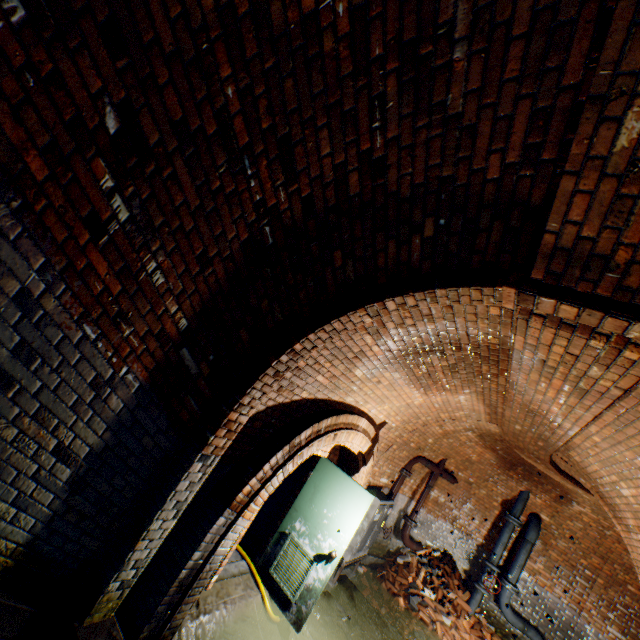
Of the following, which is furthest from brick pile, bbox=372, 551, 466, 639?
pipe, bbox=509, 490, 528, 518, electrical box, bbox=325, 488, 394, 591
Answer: pipe, bbox=509, 490, 528, 518

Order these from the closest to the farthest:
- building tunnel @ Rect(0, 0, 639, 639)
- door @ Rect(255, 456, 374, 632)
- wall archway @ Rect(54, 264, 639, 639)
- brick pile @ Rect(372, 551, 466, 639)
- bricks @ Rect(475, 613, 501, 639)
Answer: building tunnel @ Rect(0, 0, 639, 639), wall archway @ Rect(54, 264, 639, 639), door @ Rect(255, 456, 374, 632), brick pile @ Rect(372, 551, 466, 639), bricks @ Rect(475, 613, 501, 639)

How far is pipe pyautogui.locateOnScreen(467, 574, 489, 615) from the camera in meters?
8.0

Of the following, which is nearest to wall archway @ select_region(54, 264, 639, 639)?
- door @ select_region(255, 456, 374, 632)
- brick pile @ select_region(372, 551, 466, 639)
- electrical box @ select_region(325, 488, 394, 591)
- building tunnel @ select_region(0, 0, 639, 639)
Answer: building tunnel @ select_region(0, 0, 639, 639)

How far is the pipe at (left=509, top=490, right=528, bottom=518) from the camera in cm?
852

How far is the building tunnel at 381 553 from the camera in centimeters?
813cm

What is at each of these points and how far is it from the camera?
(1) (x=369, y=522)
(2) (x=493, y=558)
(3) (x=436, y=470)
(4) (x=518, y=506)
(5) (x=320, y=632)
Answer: (1) electrical box, 6.56m
(2) pipe, 8.30m
(3) pipe, 8.55m
(4) pipe, 8.55m
(5) building tunnel, 5.29m

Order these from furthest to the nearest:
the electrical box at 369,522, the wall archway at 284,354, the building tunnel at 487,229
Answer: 1. the electrical box at 369,522
2. the wall archway at 284,354
3. the building tunnel at 487,229
